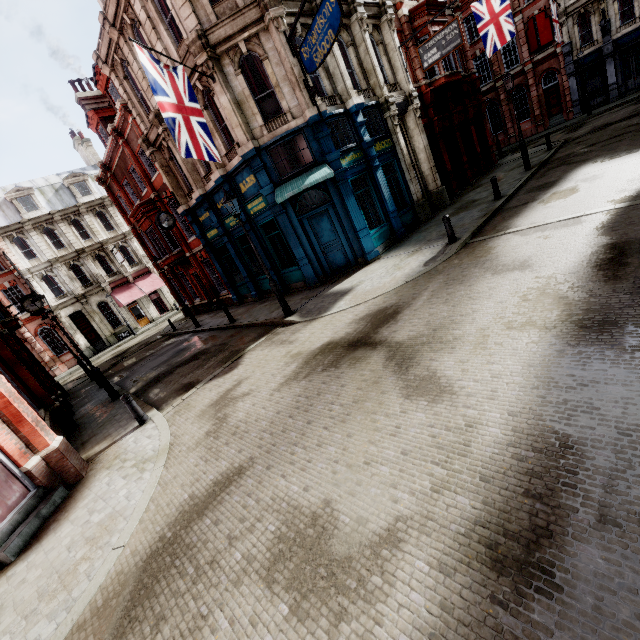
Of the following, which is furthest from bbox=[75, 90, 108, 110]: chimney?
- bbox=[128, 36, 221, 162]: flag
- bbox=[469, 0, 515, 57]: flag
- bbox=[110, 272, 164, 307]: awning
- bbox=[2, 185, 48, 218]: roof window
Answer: bbox=[469, 0, 515, 57]: flag

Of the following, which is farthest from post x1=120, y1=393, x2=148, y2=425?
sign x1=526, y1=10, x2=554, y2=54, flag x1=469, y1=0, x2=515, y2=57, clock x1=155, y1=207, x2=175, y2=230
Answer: sign x1=526, y1=10, x2=554, y2=54

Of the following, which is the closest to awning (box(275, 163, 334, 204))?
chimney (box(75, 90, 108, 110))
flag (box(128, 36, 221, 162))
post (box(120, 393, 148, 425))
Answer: flag (box(128, 36, 221, 162))

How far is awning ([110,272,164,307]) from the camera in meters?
33.9 m

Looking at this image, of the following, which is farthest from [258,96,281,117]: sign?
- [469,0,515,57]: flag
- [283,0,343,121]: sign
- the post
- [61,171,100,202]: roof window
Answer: [61,171,100,202]: roof window

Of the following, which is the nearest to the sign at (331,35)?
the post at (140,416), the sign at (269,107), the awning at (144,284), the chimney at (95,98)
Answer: the sign at (269,107)

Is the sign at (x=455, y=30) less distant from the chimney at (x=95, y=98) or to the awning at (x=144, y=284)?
the chimney at (x=95, y=98)

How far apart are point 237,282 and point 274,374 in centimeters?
1266cm
